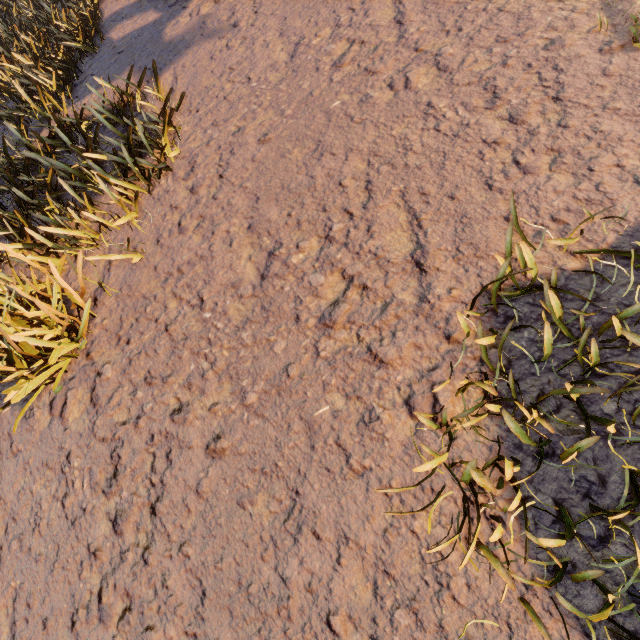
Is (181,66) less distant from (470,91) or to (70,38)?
(70,38)

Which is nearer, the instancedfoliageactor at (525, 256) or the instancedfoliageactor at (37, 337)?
the instancedfoliageactor at (525, 256)

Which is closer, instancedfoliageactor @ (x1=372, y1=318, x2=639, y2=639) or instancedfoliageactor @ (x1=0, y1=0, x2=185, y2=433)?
instancedfoliageactor @ (x1=372, y1=318, x2=639, y2=639)

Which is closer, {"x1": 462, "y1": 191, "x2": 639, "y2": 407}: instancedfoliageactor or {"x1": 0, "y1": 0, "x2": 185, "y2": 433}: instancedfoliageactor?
{"x1": 462, "y1": 191, "x2": 639, "y2": 407}: instancedfoliageactor

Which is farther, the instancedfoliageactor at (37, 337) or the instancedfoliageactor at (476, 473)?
the instancedfoliageactor at (37, 337)
